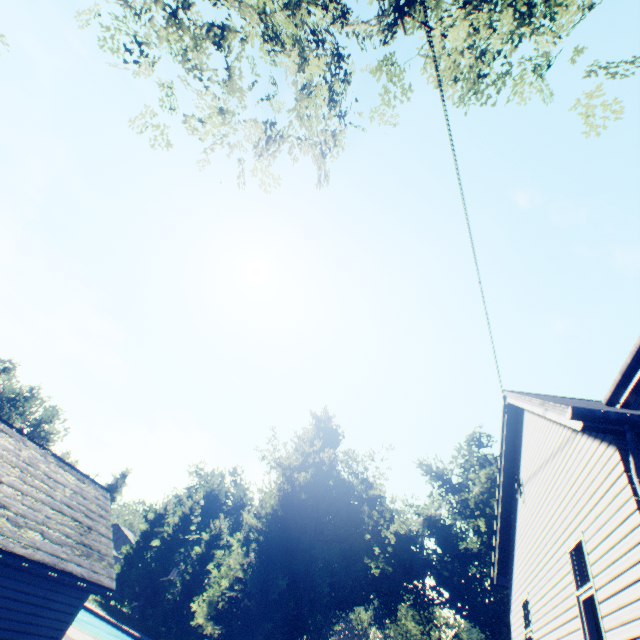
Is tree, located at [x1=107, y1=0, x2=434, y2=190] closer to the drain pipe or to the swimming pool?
the swimming pool

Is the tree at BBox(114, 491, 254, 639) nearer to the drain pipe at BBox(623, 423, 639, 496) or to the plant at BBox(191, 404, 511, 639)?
the plant at BBox(191, 404, 511, 639)

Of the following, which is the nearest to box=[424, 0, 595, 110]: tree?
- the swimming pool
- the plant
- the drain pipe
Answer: the plant

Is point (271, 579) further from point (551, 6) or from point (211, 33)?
point (551, 6)

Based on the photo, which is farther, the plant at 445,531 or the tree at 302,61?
the plant at 445,531

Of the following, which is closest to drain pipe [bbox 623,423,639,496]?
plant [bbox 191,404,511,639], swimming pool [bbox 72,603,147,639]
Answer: plant [bbox 191,404,511,639]

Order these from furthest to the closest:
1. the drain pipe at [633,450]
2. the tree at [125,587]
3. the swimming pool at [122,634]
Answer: the tree at [125,587] → the swimming pool at [122,634] → the drain pipe at [633,450]

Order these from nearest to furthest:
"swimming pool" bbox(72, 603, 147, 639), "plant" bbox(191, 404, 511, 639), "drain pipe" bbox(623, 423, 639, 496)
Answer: "drain pipe" bbox(623, 423, 639, 496) → "plant" bbox(191, 404, 511, 639) → "swimming pool" bbox(72, 603, 147, 639)
